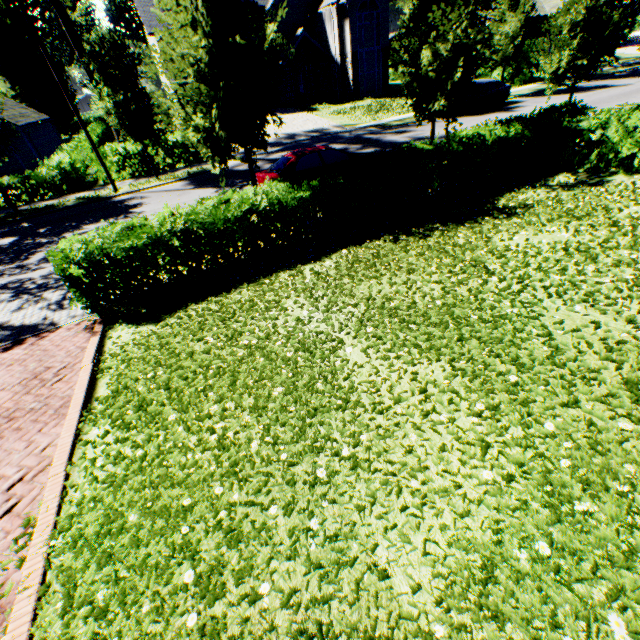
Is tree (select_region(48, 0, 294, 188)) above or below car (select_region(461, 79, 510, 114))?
above

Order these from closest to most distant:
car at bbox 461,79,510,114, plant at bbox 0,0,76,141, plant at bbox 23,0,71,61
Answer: car at bbox 461,79,510,114 < plant at bbox 23,0,71,61 < plant at bbox 0,0,76,141

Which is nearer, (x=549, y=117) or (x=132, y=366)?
(x=132, y=366)

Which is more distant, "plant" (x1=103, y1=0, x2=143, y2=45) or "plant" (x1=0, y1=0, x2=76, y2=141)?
"plant" (x1=103, y1=0, x2=143, y2=45)

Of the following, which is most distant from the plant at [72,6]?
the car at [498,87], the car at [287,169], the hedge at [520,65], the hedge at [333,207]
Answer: the hedge at [333,207]

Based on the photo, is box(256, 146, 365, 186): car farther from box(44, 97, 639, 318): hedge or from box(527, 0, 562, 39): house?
box(527, 0, 562, 39): house

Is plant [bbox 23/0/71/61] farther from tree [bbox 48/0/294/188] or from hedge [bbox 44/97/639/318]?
hedge [bbox 44/97/639/318]

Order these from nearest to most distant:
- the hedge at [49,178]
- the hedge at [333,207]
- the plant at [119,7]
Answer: the hedge at [333,207] → the hedge at [49,178] → the plant at [119,7]
